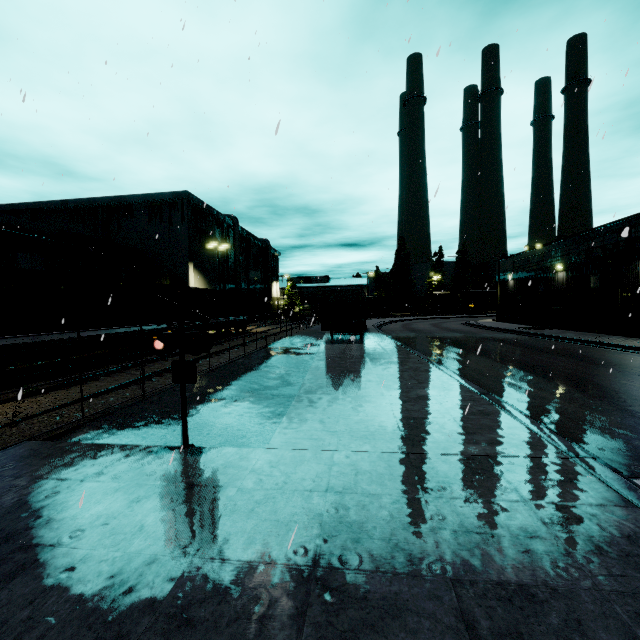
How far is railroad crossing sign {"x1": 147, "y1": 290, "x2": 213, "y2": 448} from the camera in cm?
561

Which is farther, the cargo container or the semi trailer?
the semi trailer

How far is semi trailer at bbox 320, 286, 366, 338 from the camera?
20.72m

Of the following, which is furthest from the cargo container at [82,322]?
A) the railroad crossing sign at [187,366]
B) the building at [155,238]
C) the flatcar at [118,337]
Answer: the railroad crossing sign at [187,366]

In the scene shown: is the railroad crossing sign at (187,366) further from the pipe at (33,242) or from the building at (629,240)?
the pipe at (33,242)

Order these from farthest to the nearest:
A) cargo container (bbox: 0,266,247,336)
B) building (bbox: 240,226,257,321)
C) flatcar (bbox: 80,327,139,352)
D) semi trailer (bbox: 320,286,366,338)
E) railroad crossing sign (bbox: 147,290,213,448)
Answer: building (bbox: 240,226,257,321), semi trailer (bbox: 320,286,366,338), flatcar (bbox: 80,327,139,352), cargo container (bbox: 0,266,247,336), railroad crossing sign (bbox: 147,290,213,448)

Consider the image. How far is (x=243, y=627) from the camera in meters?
2.5 m

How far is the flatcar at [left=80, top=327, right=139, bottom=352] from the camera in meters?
13.7 m
